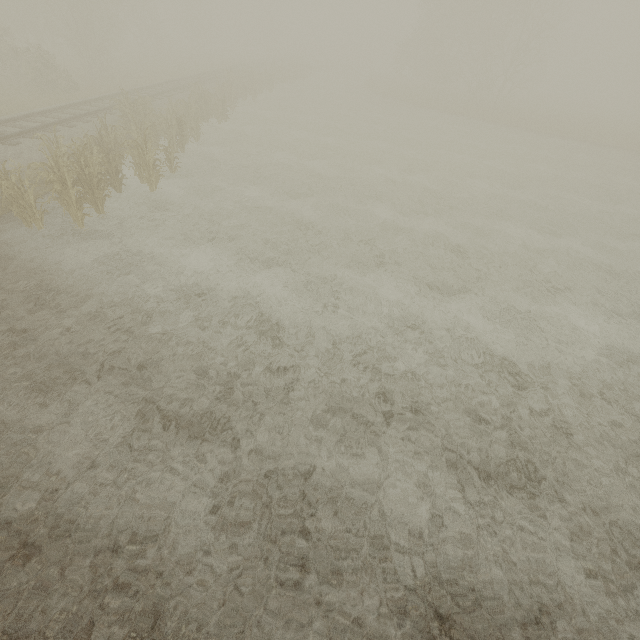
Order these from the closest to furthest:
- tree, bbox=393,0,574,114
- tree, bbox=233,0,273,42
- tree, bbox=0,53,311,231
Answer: tree, bbox=0,53,311,231 → tree, bbox=393,0,574,114 → tree, bbox=233,0,273,42

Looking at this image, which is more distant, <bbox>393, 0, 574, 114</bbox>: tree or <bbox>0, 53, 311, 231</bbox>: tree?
<bbox>393, 0, 574, 114</bbox>: tree

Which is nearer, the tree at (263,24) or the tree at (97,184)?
the tree at (97,184)

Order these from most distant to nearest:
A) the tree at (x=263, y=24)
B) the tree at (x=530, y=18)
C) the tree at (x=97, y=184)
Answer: the tree at (x=263, y=24) < the tree at (x=530, y=18) < the tree at (x=97, y=184)

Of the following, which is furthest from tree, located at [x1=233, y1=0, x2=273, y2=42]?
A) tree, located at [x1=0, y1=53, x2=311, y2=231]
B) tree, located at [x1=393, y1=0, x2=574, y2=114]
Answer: tree, located at [x1=0, y1=53, x2=311, y2=231]

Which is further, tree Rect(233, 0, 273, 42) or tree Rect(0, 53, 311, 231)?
tree Rect(233, 0, 273, 42)

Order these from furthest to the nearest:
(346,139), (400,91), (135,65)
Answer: (400,91) → (135,65) → (346,139)
